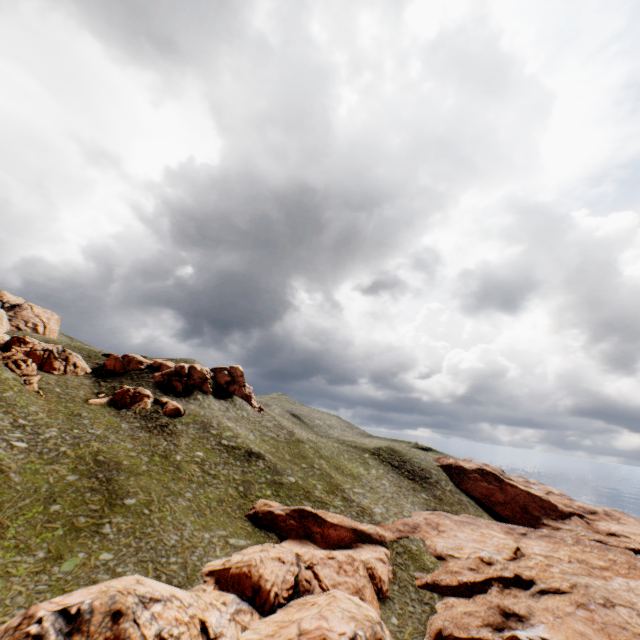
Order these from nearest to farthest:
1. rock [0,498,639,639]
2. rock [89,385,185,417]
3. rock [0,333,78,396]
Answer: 1. rock [0,498,639,639]
2. rock [0,333,78,396]
3. rock [89,385,185,417]

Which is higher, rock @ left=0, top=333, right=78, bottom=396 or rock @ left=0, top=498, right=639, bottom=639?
rock @ left=0, top=333, right=78, bottom=396

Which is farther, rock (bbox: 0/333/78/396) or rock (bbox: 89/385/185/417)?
rock (bbox: 89/385/185/417)

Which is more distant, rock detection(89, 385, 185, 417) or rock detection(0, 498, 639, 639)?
rock detection(89, 385, 185, 417)

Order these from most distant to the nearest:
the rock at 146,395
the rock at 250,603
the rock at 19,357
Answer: the rock at 146,395
the rock at 19,357
the rock at 250,603

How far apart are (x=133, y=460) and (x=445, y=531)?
45.31m

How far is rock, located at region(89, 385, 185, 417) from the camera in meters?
53.9

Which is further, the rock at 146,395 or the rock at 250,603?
the rock at 146,395
